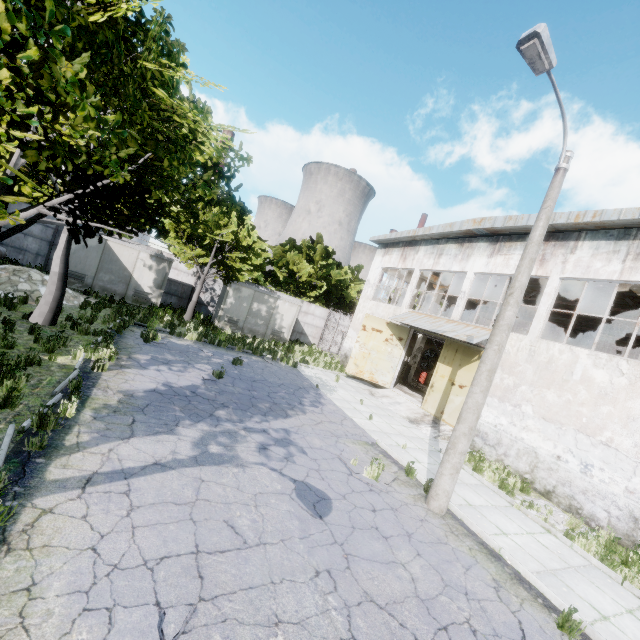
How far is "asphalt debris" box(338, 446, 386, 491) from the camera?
7.81m

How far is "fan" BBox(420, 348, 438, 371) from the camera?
28.58m

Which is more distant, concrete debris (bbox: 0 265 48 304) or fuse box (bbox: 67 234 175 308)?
fuse box (bbox: 67 234 175 308)

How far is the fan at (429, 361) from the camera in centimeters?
2858cm

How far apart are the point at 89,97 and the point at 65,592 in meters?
5.4 m

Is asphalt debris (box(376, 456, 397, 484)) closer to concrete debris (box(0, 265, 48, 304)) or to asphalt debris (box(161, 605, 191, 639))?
asphalt debris (box(161, 605, 191, 639))

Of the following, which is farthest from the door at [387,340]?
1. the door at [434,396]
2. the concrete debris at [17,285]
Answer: the concrete debris at [17,285]

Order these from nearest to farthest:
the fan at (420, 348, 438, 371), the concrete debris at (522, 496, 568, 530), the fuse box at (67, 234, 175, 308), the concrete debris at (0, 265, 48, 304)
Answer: the concrete debris at (522, 496, 568, 530), the concrete debris at (0, 265, 48, 304), the fuse box at (67, 234, 175, 308), the fan at (420, 348, 438, 371)
